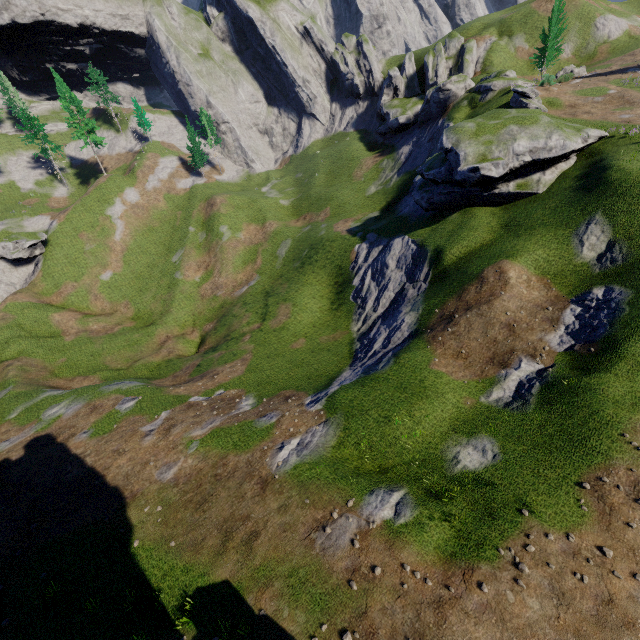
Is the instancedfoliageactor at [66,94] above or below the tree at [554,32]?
above

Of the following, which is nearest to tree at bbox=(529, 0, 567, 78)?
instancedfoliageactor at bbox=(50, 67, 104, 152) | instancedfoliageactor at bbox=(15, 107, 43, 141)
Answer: instancedfoliageactor at bbox=(50, 67, 104, 152)

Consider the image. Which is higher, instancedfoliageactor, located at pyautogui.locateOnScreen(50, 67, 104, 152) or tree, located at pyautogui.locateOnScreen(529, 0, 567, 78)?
instancedfoliageactor, located at pyautogui.locateOnScreen(50, 67, 104, 152)

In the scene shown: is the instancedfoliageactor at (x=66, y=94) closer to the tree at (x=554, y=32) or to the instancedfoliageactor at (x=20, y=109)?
the instancedfoliageactor at (x=20, y=109)

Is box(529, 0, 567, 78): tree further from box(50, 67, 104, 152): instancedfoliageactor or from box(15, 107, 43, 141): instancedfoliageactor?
box(15, 107, 43, 141): instancedfoliageactor

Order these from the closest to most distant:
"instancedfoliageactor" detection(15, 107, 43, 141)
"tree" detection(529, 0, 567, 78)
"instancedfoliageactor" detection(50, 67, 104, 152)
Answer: "tree" detection(529, 0, 567, 78), "instancedfoliageactor" detection(50, 67, 104, 152), "instancedfoliageactor" detection(15, 107, 43, 141)

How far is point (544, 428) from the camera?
15.9 meters

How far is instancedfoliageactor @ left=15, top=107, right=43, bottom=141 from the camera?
58.0 meters
